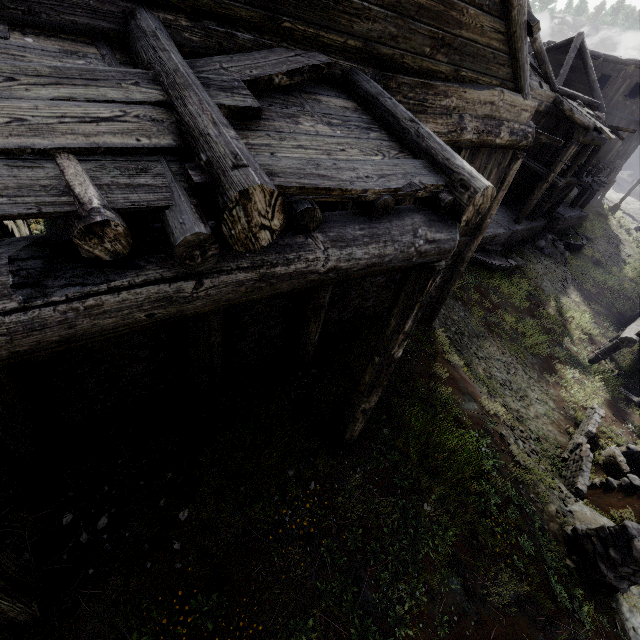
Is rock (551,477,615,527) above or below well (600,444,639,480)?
above

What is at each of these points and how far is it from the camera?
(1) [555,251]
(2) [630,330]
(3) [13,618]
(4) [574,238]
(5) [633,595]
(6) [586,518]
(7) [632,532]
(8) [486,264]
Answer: (1) rubble, 20.9m
(2) building, 13.9m
(3) building, 3.3m
(4) fountain, 23.3m
(5) rock, 5.5m
(6) rock, 6.4m
(7) wooden lamp post, 5.0m
(8) fountain, 16.2m

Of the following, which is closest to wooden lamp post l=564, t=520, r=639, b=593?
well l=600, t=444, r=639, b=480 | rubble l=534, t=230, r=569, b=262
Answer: well l=600, t=444, r=639, b=480

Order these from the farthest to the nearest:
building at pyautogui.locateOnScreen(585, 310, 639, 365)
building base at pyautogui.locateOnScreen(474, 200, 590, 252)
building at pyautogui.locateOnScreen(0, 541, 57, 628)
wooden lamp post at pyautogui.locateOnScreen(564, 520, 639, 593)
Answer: building base at pyautogui.locateOnScreen(474, 200, 590, 252), building at pyautogui.locateOnScreen(585, 310, 639, 365), wooden lamp post at pyautogui.locateOnScreen(564, 520, 639, 593), building at pyautogui.locateOnScreen(0, 541, 57, 628)

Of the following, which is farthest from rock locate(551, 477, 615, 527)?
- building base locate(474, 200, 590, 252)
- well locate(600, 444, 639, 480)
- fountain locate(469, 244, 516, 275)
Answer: building base locate(474, 200, 590, 252)

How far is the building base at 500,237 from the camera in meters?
17.1 m

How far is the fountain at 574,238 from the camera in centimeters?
2219cm

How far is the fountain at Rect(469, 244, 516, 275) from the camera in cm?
1617
